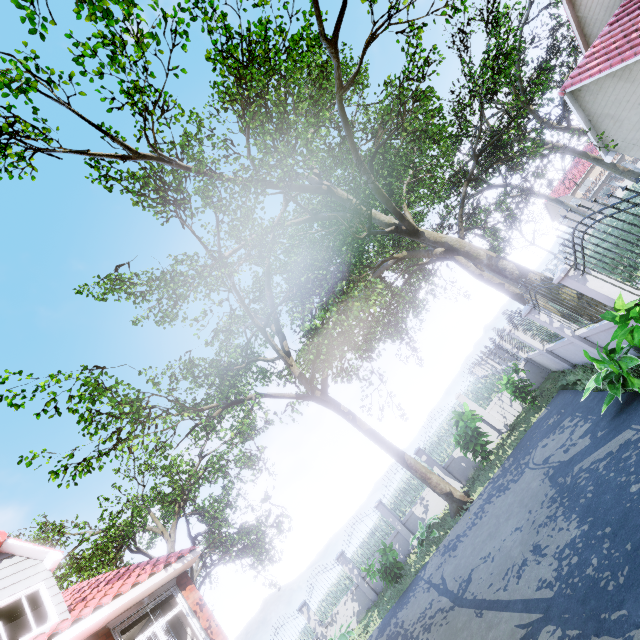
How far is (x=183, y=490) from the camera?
14.0 meters

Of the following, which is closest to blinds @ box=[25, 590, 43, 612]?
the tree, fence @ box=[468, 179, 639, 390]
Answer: the tree

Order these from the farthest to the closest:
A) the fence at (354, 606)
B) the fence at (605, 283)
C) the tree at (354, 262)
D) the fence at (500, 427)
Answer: the fence at (354, 606) < the fence at (500, 427) < the tree at (354, 262) < the fence at (605, 283)

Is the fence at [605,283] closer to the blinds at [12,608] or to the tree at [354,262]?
the tree at [354,262]

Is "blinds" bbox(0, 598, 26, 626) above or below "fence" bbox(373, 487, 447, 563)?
above

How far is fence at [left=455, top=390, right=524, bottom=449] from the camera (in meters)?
Result: 14.27

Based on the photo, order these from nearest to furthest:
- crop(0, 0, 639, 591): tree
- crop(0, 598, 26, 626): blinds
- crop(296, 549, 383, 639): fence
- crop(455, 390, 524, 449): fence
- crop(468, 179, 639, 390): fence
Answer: crop(468, 179, 639, 390): fence → crop(0, 598, 26, 626): blinds → crop(0, 0, 639, 591): tree → crop(455, 390, 524, 449): fence → crop(296, 549, 383, 639): fence
